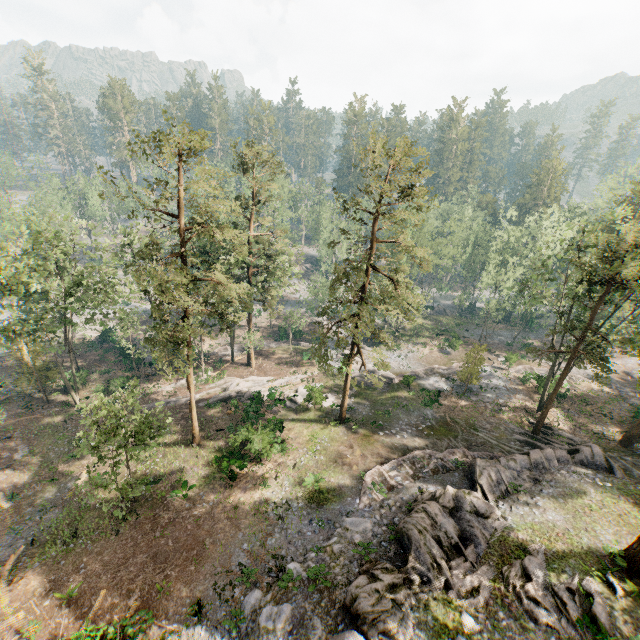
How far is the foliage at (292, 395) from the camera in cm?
3333

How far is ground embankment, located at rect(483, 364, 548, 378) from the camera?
38.6m

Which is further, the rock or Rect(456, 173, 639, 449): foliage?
Rect(456, 173, 639, 449): foliage

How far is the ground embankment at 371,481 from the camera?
21.8 meters

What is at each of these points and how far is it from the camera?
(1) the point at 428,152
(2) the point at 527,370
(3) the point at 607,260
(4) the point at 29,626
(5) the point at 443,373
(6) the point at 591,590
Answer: (1) foliage, 19.8 meters
(2) ground embankment, 41.4 meters
(3) foliage, 23.7 meters
(4) foliage, 15.9 meters
(5) ground embankment, 40.0 meters
(6) foliage, 14.6 meters

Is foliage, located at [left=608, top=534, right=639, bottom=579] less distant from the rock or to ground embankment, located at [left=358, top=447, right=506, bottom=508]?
the rock

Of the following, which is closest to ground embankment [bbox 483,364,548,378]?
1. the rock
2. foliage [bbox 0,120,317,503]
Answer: foliage [bbox 0,120,317,503]

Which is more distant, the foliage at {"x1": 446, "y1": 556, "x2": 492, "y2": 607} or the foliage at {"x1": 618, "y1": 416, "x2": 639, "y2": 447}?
the foliage at {"x1": 618, "y1": 416, "x2": 639, "y2": 447}
